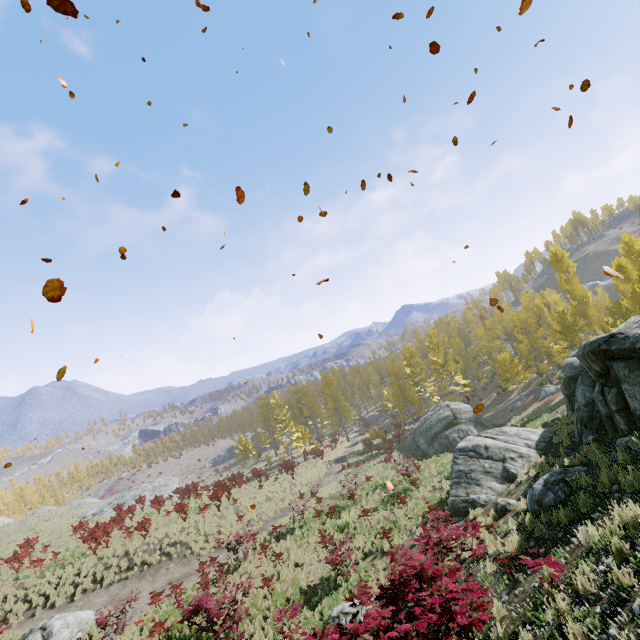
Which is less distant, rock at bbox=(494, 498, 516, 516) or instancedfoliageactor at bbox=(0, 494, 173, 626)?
rock at bbox=(494, 498, 516, 516)

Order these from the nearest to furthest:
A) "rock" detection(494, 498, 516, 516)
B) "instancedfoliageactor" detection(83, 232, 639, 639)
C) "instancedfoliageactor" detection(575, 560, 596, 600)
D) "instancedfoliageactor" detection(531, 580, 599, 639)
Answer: "instancedfoliageactor" detection(531, 580, 599, 639)
"instancedfoliageactor" detection(575, 560, 596, 600)
"rock" detection(494, 498, 516, 516)
"instancedfoliageactor" detection(83, 232, 639, 639)

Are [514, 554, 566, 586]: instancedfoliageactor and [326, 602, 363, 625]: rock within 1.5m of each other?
no

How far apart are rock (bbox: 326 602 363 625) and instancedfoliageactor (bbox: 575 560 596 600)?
7.7 meters

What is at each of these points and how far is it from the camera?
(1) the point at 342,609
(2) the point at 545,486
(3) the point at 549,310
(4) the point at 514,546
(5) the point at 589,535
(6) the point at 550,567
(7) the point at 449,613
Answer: (1) rock, 10.7m
(2) rock, 9.2m
(3) instancedfoliageactor, 45.1m
(4) instancedfoliageactor, 8.0m
(5) instancedfoliageactor, 6.0m
(6) instancedfoliageactor, 5.7m
(7) instancedfoliageactor, 4.8m

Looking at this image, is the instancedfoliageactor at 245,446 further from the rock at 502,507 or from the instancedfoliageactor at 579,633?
the instancedfoliageactor at 579,633

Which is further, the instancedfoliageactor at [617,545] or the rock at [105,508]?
the rock at [105,508]

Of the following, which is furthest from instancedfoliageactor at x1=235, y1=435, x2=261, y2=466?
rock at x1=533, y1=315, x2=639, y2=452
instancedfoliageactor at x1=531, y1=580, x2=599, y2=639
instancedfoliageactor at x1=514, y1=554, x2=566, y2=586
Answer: instancedfoliageactor at x1=514, y1=554, x2=566, y2=586
